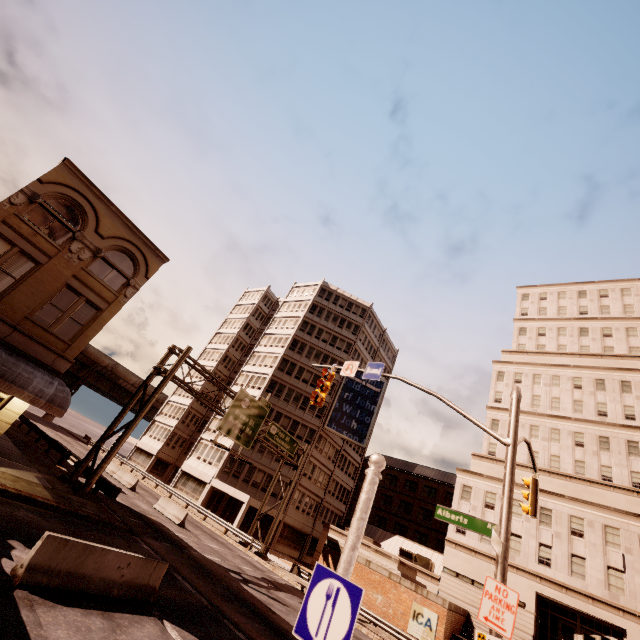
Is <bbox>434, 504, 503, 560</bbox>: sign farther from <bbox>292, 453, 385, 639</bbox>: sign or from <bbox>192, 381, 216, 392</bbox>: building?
<bbox>192, 381, 216, 392</bbox>: building

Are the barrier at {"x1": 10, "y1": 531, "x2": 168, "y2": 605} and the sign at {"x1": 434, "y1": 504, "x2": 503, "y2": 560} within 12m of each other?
yes

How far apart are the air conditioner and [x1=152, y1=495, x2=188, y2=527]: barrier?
23.75m

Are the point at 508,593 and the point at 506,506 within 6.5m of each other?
yes

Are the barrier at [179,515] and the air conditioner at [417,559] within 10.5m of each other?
no

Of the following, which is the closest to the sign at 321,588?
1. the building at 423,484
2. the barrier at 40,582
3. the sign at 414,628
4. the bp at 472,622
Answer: the barrier at 40,582

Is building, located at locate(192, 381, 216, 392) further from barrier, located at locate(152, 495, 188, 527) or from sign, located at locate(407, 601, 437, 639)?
sign, located at locate(407, 601, 437, 639)

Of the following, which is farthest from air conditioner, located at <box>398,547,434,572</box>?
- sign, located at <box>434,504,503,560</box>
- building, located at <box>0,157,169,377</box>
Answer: building, located at <box>0,157,169,377</box>
